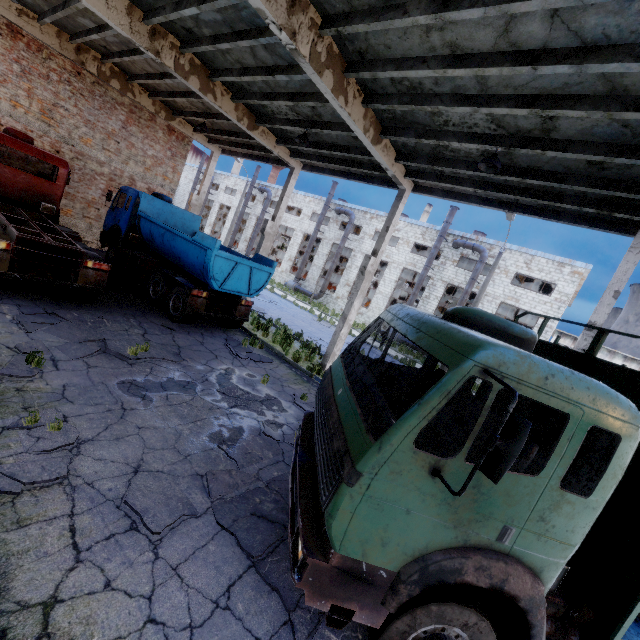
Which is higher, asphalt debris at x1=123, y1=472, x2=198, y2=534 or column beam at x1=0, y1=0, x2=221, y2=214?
column beam at x1=0, y1=0, x2=221, y2=214

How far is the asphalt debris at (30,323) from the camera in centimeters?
705cm

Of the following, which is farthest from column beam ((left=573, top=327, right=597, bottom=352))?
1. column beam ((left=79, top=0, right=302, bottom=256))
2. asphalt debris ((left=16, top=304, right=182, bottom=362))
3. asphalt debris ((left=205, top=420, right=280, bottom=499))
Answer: column beam ((left=79, top=0, right=302, bottom=256))

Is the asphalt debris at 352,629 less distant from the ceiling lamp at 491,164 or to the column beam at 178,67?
the ceiling lamp at 491,164

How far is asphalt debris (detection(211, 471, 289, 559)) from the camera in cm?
421

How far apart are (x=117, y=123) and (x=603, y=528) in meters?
21.6 m

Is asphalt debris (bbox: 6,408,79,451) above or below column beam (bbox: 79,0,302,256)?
below

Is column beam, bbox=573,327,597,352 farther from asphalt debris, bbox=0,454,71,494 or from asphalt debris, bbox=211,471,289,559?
asphalt debris, bbox=0,454,71,494
